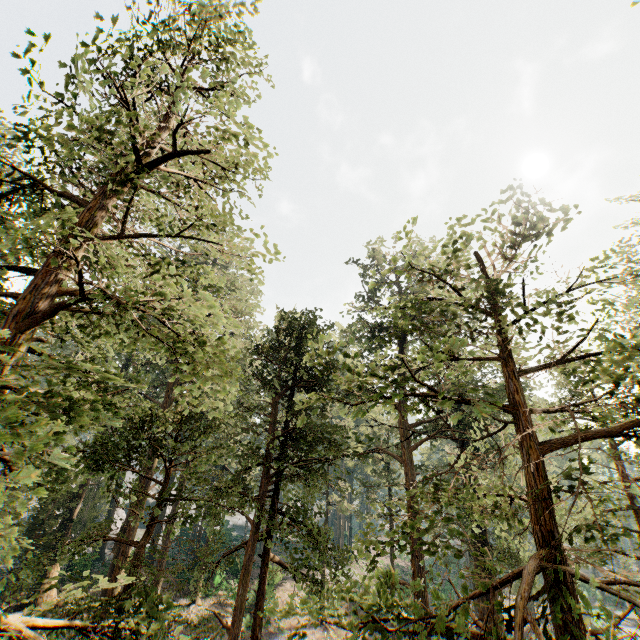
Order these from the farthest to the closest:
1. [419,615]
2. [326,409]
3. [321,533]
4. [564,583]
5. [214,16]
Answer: [326,409], [321,533], [214,16], [419,615], [564,583]
